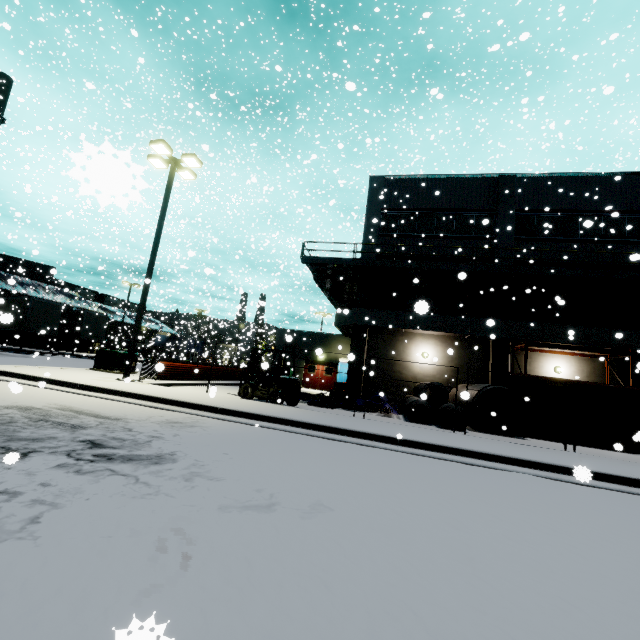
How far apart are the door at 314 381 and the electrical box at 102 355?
14.2m

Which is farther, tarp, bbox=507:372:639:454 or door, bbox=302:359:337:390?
door, bbox=302:359:337:390

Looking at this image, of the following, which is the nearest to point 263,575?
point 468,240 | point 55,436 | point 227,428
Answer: point 55,436

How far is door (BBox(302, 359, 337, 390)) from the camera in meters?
28.0

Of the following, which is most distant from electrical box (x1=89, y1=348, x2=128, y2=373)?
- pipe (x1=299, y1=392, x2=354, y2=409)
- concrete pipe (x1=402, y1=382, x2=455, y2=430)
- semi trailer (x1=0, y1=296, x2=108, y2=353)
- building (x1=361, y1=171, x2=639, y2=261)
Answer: concrete pipe (x1=402, y1=382, x2=455, y2=430)

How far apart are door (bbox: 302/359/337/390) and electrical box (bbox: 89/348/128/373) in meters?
14.2

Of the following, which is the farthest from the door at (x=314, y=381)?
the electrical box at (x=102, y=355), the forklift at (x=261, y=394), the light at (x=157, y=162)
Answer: the light at (x=157, y=162)

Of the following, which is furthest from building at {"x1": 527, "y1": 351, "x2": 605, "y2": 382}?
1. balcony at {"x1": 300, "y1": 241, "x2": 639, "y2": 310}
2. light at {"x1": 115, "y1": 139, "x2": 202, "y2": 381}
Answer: light at {"x1": 115, "y1": 139, "x2": 202, "y2": 381}
